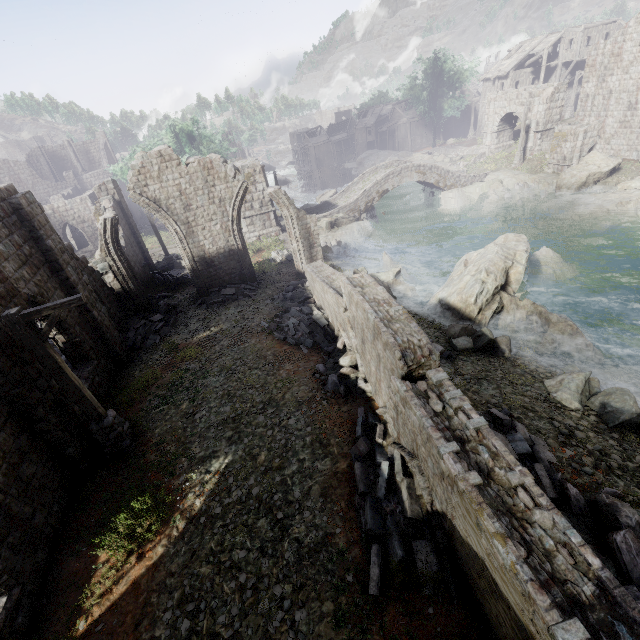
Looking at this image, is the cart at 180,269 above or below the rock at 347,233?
above

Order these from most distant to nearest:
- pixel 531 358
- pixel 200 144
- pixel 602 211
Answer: pixel 200 144 < pixel 602 211 < pixel 531 358

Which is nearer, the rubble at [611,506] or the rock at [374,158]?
the rubble at [611,506]

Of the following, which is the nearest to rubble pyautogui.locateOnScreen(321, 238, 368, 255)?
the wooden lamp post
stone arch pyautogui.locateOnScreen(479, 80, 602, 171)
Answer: stone arch pyautogui.locateOnScreen(479, 80, 602, 171)

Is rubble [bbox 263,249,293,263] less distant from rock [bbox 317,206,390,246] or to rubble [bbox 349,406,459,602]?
rock [bbox 317,206,390,246]

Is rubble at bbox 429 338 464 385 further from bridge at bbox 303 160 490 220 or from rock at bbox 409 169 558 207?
rock at bbox 409 169 558 207

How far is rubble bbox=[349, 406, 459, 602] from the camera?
5.31m

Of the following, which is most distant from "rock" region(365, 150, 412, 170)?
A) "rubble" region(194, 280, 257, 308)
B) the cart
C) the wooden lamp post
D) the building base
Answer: the wooden lamp post
